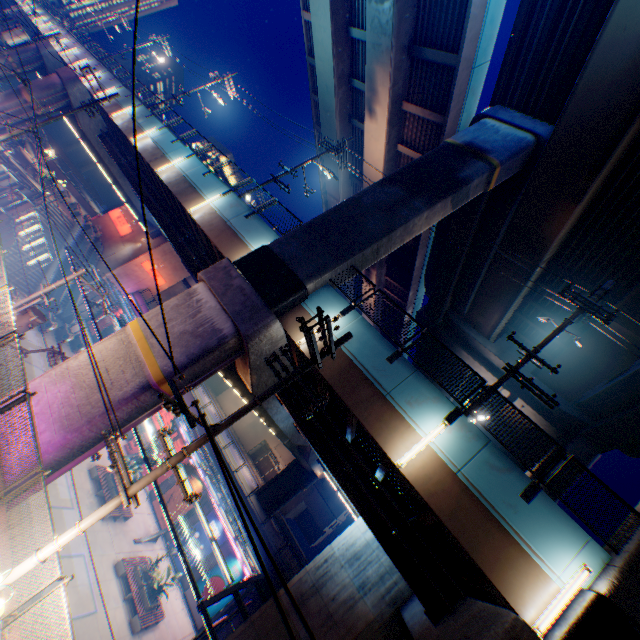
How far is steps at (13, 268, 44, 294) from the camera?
30.6 meters

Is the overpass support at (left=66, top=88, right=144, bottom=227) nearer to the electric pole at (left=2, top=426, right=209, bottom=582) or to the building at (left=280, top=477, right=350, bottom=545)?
the electric pole at (left=2, top=426, right=209, bottom=582)

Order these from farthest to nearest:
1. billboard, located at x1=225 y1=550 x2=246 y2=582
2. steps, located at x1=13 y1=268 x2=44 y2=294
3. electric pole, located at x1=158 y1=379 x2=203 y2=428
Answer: steps, located at x1=13 y1=268 x2=44 y2=294 < billboard, located at x1=225 y1=550 x2=246 y2=582 < electric pole, located at x1=158 y1=379 x2=203 y2=428

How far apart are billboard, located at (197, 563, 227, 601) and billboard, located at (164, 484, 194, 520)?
4.7 meters

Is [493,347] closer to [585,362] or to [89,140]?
[585,362]

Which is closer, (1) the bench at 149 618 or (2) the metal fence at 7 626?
(2) the metal fence at 7 626

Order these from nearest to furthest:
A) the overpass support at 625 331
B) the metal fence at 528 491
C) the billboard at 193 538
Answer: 1. the metal fence at 528 491
2. the overpass support at 625 331
3. the billboard at 193 538

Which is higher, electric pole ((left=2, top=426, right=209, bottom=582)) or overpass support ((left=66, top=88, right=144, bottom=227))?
overpass support ((left=66, top=88, right=144, bottom=227))
